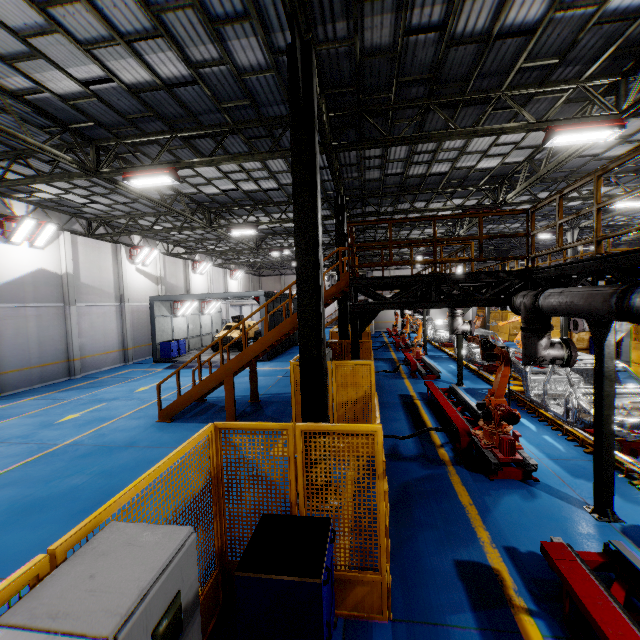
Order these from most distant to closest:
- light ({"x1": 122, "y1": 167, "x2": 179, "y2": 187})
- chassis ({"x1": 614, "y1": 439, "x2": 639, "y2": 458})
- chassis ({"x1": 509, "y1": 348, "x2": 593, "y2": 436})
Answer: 1. light ({"x1": 122, "y1": 167, "x2": 179, "y2": 187})
2. chassis ({"x1": 509, "y1": 348, "x2": 593, "y2": 436})
3. chassis ({"x1": 614, "y1": 439, "x2": 639, "y2": 458})

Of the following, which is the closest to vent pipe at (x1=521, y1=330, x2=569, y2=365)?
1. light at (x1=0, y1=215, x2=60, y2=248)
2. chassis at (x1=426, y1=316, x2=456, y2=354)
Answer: chassis at (x1=426, y1=316, x2=456, y2=354)

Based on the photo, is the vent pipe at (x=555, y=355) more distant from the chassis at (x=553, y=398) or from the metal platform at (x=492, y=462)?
the metal platform at (x=492, y=462)

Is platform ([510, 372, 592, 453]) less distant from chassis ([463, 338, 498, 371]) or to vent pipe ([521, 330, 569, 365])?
chassis ([463, 338, 498, 371])

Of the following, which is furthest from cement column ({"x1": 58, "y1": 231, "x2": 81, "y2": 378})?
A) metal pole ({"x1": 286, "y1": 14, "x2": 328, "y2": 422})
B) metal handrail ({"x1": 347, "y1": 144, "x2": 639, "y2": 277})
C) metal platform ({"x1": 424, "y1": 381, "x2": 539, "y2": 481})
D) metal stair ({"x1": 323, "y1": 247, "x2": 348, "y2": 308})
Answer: metal platform ({"x1": 424, "y1": 381, "x2": 539, "y2": 481})

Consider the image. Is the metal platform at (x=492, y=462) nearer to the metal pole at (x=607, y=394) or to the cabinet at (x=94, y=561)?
the metal pole at (x=607, y=394)

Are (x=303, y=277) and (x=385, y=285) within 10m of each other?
yes

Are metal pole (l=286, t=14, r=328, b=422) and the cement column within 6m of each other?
no
